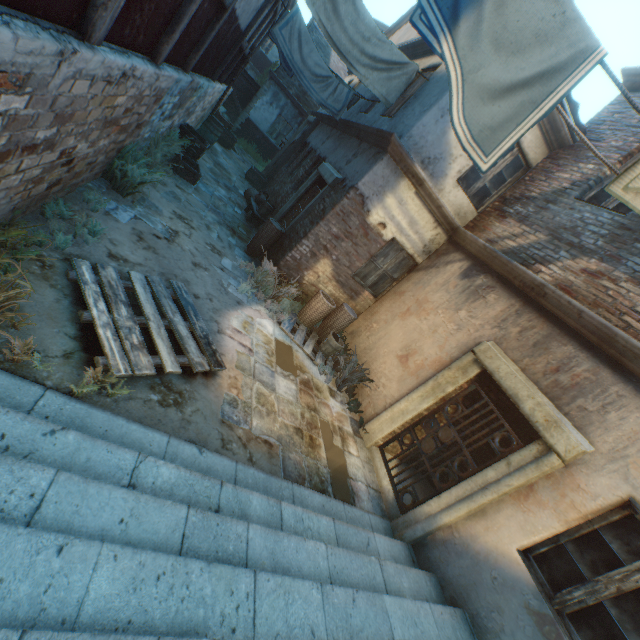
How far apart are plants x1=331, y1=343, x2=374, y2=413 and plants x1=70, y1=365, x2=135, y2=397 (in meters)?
4.18

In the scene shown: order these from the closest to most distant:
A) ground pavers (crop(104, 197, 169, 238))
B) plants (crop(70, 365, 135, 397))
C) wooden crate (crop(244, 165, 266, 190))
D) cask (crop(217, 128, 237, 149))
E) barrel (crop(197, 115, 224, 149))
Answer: plants (crop(70, 365, 135, 397)) → ground pavers (crop(104, 197, 169, 238)) → barrel (crop(197, 115, 224, 149)) → wooden crate (crop(244, 165, 266, 190)) → cask (crop(217, 128, 237, 149))

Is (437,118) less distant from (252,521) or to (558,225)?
(558,225)

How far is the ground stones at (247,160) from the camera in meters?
15.6 m

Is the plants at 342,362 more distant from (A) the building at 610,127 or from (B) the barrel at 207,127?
(B) the barrel at 207,127

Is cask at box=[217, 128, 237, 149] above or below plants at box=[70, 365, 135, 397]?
above

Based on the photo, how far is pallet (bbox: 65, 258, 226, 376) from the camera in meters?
3.2 m

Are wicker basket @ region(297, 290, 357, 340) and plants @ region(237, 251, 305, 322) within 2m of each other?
yes
